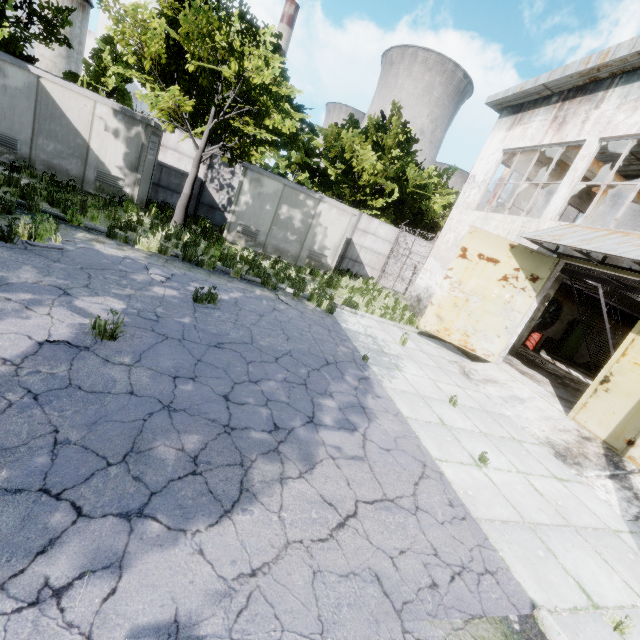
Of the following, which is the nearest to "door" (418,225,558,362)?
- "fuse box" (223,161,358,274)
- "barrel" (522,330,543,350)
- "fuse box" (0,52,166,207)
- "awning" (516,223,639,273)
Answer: "awning" (516,223,639,273)

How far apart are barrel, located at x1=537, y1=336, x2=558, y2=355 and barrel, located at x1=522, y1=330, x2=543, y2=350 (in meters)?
0.56

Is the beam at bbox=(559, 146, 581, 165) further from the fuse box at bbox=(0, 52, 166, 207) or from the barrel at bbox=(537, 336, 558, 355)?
the fuse box at bbox=(0, 52, 166, 207)

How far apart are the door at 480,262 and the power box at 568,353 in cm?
1237

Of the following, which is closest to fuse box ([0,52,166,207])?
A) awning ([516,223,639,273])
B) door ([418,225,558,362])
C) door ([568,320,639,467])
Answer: door ([418,225,558,362])

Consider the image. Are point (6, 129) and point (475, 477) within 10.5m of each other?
no

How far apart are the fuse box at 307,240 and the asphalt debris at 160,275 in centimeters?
680cm

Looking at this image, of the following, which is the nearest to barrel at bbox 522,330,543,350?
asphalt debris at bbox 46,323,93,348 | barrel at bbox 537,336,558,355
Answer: barrel at bbox 537,336,558,355
